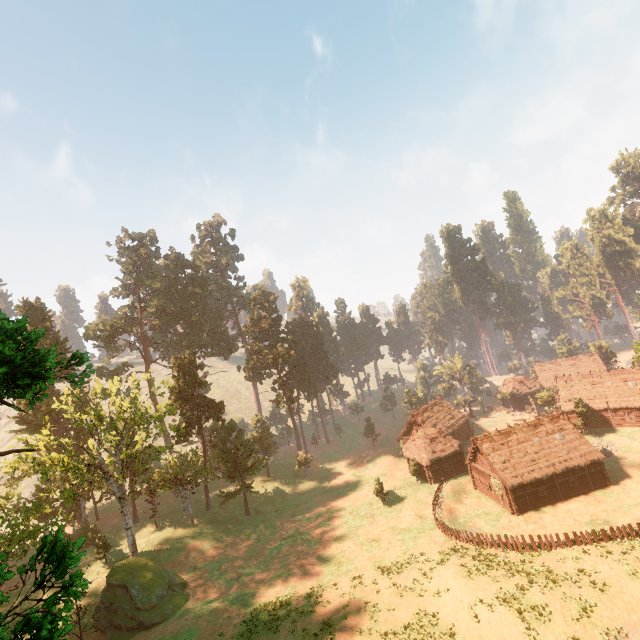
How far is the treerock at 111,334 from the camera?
56.7m

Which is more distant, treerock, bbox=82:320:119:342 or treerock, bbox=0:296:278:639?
treerock, bbox=82:320:119:342

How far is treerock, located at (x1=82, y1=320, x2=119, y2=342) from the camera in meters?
56.7 m

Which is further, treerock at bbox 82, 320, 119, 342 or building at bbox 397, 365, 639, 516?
treerock at bbox 82, 320, 119, 342

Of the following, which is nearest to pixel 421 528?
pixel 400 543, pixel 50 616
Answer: pixel 400 543

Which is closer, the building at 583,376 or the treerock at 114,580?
the treerock at 114,580

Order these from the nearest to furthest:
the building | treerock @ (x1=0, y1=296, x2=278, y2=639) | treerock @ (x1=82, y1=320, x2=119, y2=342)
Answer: treerock @ (x1=0, y1=296, x2=278, y2=639) < the building < treerock @ (x1=82, y1=320, x2=119, y2=342)
